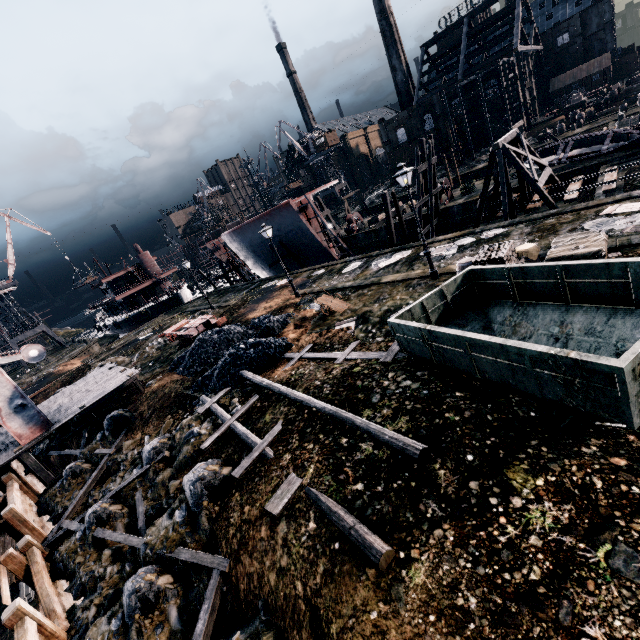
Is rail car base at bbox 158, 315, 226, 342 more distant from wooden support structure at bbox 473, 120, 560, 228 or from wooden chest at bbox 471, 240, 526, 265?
wooden support structure at bbox 473, 120, 560, 228

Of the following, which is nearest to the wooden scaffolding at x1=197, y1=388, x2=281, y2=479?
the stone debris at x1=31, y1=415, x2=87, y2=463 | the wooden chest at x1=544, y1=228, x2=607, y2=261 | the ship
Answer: the wooden chest at x1=544, y1=228, x2=607, y2=261

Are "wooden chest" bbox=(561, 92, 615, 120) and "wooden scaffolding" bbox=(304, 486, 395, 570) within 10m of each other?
no

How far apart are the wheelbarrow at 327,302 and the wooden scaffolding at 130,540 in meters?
12.5 m

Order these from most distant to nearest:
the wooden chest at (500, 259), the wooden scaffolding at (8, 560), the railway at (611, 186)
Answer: the railway at (611, 186), the wooden chest at (500, 259), the wooden scaffolding at (8, 560)

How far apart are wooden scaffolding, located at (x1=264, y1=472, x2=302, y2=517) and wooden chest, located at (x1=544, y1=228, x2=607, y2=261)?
10.7m

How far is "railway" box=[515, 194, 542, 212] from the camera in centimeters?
2142cm

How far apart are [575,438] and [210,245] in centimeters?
4870cm
